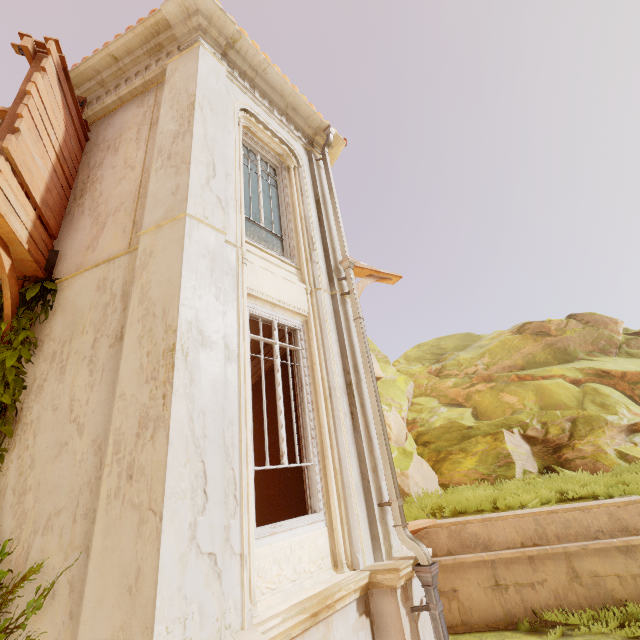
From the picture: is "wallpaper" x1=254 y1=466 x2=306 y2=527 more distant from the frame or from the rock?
the rock

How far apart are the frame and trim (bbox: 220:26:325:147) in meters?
4.5

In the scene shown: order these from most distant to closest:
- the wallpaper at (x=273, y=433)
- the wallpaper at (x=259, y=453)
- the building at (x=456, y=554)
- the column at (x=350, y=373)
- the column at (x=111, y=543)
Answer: the wallpaper at (x=259, y=453), the wallpaper at (x=273, y=433), the building at (x=456, y=554), the column at (x=350, y=373), the column at (x=111, y=543)

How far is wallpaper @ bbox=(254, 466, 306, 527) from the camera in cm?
535

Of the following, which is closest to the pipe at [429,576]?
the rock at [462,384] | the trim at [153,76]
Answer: the trim at [153,76]

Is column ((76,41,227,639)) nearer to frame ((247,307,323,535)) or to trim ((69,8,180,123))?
trim ((69,8,180,123))

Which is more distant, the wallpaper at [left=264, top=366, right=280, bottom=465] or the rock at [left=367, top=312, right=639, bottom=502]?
the rock at [left=367, top=312, right=639, bottom=502]

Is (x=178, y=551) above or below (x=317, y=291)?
below
